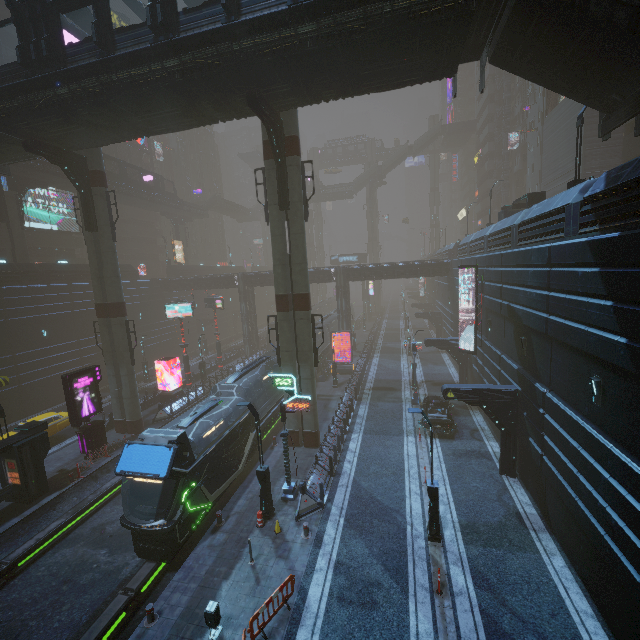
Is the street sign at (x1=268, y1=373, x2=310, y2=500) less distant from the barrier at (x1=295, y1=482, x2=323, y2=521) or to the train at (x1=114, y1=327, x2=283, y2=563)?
the barrier at (x1=295, y1=482, x2=323, y2=521)

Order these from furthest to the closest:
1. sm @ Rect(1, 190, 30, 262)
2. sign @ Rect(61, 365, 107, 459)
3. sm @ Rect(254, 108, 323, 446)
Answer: sm @ Rect(1, 190, 30, 262), sign @ Rect(61, 365, 107, 459), sm @ Rect(254, 108, 323, 446)

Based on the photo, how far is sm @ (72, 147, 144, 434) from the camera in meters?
22.0 m

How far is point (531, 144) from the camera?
44.4m

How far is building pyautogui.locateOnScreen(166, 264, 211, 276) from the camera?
50.8m

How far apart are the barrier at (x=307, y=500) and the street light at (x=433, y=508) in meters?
4.7

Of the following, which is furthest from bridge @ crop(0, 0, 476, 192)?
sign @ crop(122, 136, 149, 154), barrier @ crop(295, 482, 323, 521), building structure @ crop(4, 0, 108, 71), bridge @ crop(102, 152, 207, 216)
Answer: sign @ crop(122, 136, 149, 154)

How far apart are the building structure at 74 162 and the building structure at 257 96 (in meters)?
13.34
